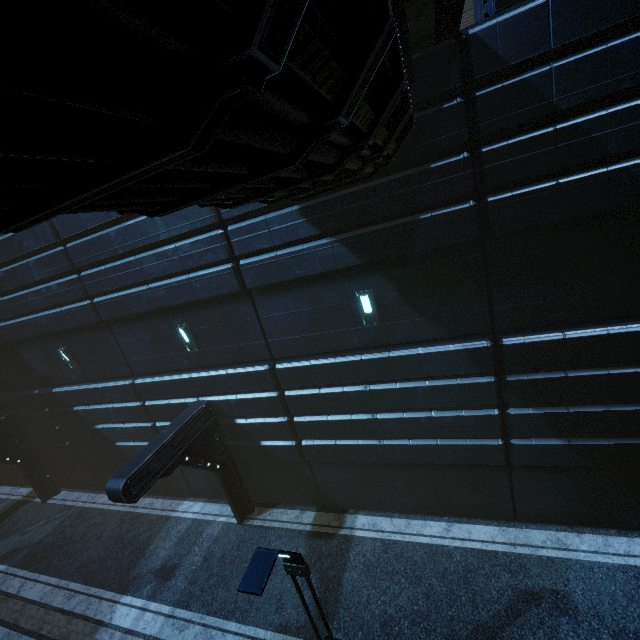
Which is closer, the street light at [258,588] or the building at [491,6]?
the street light at [258,588]

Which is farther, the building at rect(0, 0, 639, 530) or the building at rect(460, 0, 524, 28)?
the building at rect(460, 0, 524, 28)

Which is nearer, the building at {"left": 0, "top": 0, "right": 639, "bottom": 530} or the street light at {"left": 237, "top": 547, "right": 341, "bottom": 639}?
the building at {"left": 0, "top": 0, "right": 639, "bottom": 530}

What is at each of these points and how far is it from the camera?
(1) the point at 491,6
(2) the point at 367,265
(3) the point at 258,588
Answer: (1) building, 5.7m
(2) building, 7.8m
(3) street light, 3.9m

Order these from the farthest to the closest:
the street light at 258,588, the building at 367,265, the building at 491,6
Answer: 1. the building at 491,6
2. the street light at 258,588
3. the building at 367,265

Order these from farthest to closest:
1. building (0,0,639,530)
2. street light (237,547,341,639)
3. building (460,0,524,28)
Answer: building (460,0,524,28) → street light (237,547,341,639) → building (0,0,639,530)

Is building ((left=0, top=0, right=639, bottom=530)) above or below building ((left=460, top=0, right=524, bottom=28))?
below

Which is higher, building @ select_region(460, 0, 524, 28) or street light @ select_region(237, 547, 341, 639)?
building @ select_region(460, 0, 524, 28)
